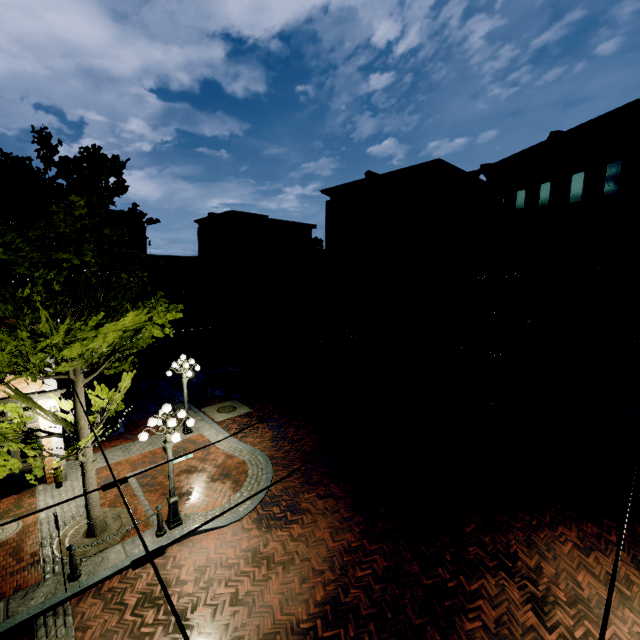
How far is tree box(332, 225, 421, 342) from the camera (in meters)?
20.11

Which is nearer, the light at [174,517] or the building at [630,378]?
the light at [174,517]

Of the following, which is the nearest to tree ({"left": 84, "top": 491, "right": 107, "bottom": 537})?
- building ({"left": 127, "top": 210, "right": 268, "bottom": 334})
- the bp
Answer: building ({"left": 127, "top": 210, "right": 268, "bottom": 334})

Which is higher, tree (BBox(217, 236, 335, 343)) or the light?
tree (BBox(217, 236, 335, 343))

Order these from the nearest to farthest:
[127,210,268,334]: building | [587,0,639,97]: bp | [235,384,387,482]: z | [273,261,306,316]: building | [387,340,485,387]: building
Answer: [235,384,387,482]: z → [387,340,485,387]: building → [273,261,306,316]: building → [127,210,268,334]: building → [587,0,639,97]: bp

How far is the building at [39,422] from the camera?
10.75m

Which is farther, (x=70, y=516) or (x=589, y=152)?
(x=589, y=152)

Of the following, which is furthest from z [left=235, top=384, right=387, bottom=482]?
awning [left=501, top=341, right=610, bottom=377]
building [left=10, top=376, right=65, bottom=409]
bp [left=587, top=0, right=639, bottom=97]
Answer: bp [left=587, top=0, right=639, bottom=97]
